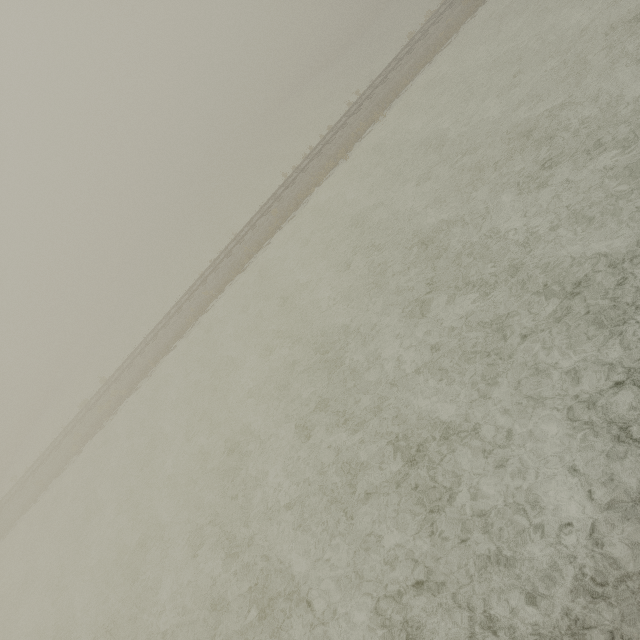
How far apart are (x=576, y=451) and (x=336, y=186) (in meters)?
18.97
